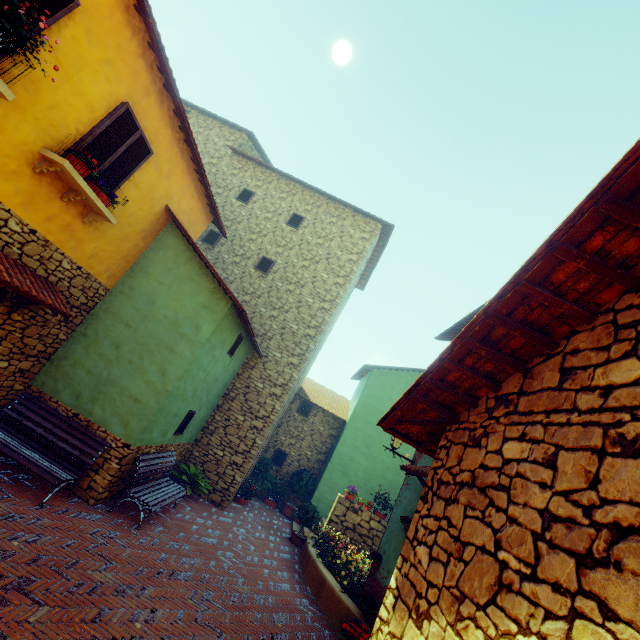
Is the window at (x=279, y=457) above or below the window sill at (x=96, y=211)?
below

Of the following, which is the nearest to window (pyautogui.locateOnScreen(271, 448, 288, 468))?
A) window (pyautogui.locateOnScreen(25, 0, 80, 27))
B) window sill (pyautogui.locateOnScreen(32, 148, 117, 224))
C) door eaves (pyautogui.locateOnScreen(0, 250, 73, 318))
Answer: window (pyautogui.locateOnScreen(25, 0, 80, 27))

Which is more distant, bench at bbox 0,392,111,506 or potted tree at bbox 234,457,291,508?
potted tree at bbox 234,457,291,508

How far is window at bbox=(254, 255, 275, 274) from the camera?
12.8m

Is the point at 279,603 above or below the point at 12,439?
below

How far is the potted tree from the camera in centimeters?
1166cm

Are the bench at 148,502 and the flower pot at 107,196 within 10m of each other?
yes

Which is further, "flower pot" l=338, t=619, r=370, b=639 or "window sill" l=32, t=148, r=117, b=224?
"flower pot" l=338, t=619, r=370, b=639
